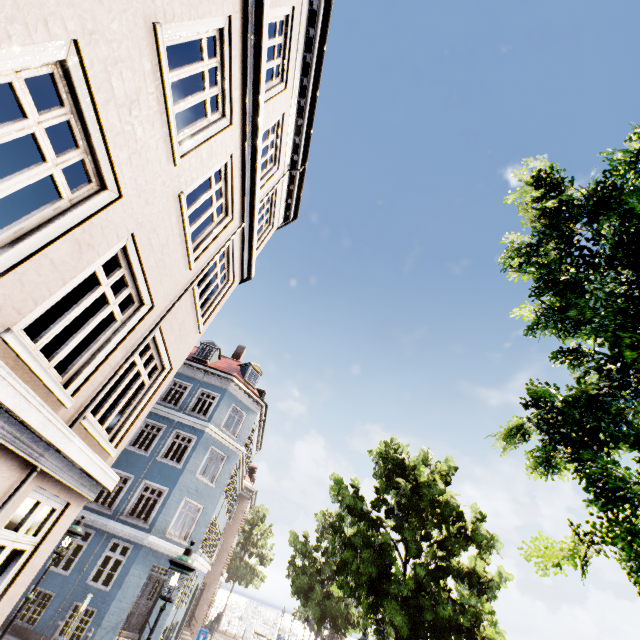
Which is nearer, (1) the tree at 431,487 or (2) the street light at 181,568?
(2) the street light at 181,568

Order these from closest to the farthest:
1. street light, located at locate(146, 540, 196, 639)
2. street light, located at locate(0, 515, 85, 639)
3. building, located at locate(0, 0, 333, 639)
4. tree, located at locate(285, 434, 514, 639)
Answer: building, located at locate(0, 0, 333, 639) < street light, located at locate(146, 540, 196, 639) < street light, located at locate(0, 515, 85, 639) < tree, located at locate(285, 434, 514, 639)

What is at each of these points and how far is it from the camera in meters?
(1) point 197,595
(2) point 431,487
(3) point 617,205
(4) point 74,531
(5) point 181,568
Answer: (1) building, 23.8
(2) tree, 13.3
(3) tree, 3.7
(4) street light, 8.0
(5) street light, 5.4

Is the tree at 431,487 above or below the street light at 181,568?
above

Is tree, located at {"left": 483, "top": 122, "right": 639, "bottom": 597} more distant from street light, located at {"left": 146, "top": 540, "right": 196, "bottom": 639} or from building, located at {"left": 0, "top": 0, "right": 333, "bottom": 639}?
street light, located at {"left": 146, "top": 540, "right": 196, "bottom": 639}

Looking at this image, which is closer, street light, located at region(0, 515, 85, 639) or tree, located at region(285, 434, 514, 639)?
street light, located at region(0, 515, 85, 639)

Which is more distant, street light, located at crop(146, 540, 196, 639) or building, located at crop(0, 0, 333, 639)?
street light, located at crop(146, 540, 196, 639)

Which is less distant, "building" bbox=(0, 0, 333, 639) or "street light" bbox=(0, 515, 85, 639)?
"building" bbox=(0, 0, 333, 639)
